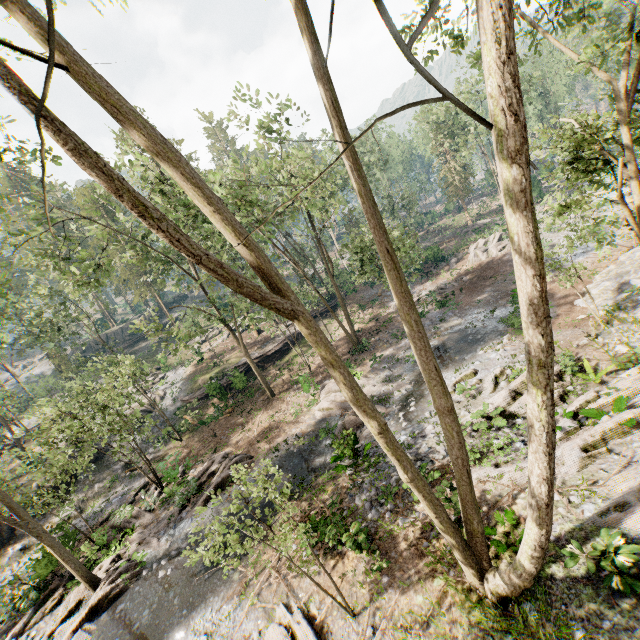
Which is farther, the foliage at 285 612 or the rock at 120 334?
the rock at 120 334

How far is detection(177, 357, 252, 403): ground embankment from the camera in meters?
29.5 m

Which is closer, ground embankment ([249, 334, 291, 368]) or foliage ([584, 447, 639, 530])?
foliage ([584, 447, 639, 530])

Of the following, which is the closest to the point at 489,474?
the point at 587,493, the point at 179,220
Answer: the point at 587,493

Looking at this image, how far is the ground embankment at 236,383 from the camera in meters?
29.5

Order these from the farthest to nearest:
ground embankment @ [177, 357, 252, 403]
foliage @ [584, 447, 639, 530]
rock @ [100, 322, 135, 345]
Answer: rock @ [100, 322, 135, 345] < ground embankment @ [177, 357, 252, 403] < foliage @ [584, 447, 639, 530]

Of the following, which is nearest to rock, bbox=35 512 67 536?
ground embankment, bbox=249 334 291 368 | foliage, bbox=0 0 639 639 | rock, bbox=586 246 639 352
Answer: foliage, bbox=0 0 639 639

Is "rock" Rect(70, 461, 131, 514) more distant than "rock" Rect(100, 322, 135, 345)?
No
